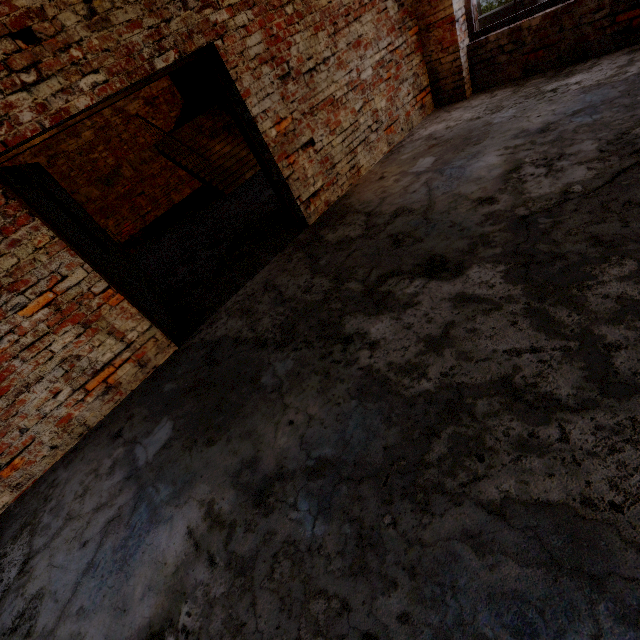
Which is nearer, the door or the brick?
the door

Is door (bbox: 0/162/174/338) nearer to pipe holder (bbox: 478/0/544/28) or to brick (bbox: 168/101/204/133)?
brick (bbox: 168/101/204/133)

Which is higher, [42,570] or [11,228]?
[11,228]

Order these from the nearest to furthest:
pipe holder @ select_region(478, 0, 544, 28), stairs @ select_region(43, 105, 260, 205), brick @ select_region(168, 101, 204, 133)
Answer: stairs @ select_region(43, 105, 260, 205), brick @ select_region(168, 101, 204, 133), pipe holder @ select_region(478, 0, 544, 28)

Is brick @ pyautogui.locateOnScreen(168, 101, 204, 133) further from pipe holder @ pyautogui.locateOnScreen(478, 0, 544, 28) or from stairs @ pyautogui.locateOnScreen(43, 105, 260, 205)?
pipe holder @ pyautogui.locateOnScreen(478, 0, 544, 28)

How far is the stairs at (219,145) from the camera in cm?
863

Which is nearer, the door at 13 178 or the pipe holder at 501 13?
the door at 13 178

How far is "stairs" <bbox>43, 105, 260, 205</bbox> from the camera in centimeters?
863cm
